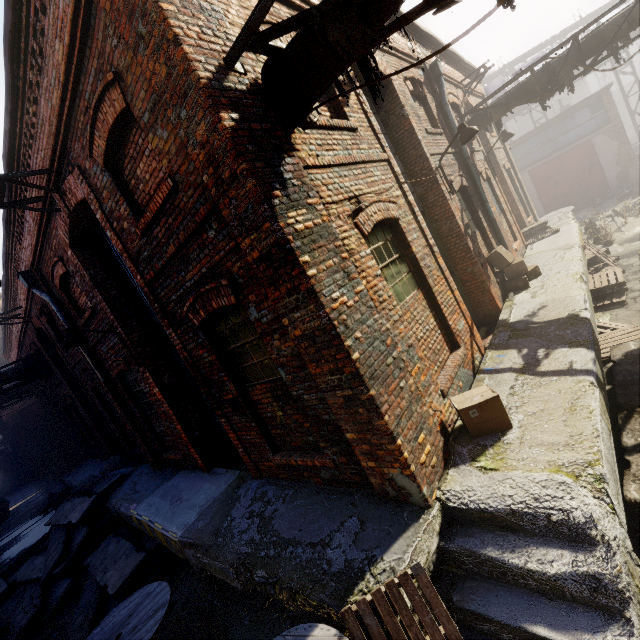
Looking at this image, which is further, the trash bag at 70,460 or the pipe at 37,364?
the trash bag at 70,460

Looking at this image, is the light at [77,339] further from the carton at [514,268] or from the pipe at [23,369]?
the pipe at [23,369]

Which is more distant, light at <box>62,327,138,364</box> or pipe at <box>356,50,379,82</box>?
light at <box>62,327,138,364</box>

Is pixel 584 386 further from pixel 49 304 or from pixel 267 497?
pixel 49 304

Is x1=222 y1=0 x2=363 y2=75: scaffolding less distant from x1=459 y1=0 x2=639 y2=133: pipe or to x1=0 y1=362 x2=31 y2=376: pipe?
x1=459 y1=0 x2=639 y2=133: pipe

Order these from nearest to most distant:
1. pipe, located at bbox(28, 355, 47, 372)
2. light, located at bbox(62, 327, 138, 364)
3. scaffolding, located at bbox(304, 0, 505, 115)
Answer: scaffolding, located at bbox(304, 0, 505, 115)
light, located at bbox(62, 327, 138, 364)
pipe, located at bbox(28, 355, 47, 372)

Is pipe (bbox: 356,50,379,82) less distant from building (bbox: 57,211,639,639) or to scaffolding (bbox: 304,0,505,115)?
scaffolding (bbox: 304,0,505,115)

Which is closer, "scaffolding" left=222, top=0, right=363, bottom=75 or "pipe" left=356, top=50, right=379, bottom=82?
"scaffolding" left=222, top=0, right=363, bottom=75
